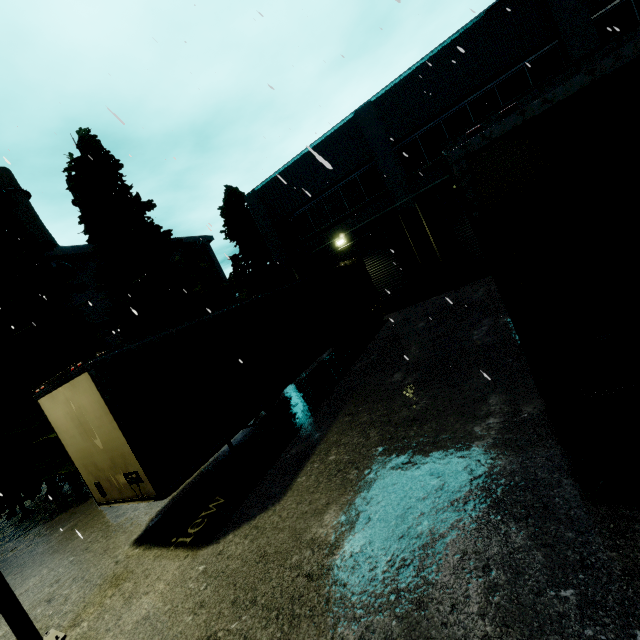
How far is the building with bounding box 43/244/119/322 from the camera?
27.6 meters

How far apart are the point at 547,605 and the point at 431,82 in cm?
1791

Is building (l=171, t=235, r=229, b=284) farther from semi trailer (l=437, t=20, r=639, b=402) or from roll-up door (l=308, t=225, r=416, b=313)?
semi trailer (l=437, t=20, r=639, b=402)

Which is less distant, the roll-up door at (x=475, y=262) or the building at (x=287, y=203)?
the building at (x=287, y=203)

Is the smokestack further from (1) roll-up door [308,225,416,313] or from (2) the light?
(2) the light

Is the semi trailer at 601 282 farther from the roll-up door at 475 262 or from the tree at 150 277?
the tree at 150 277

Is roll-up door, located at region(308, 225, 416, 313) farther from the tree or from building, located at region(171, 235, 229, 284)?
the tree

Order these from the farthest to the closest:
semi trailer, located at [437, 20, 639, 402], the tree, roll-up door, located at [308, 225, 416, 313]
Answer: roll-up door, located at [308, 225, 416, 313], the tree, semi trailer, located at [437, 20, 639, 402]
